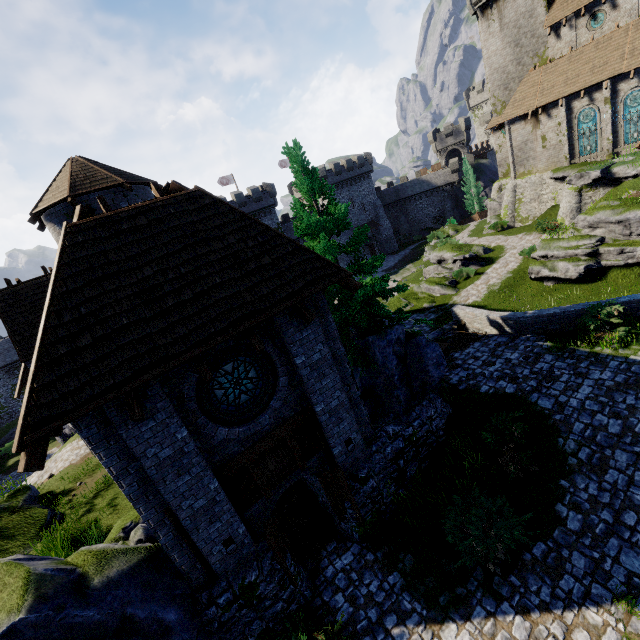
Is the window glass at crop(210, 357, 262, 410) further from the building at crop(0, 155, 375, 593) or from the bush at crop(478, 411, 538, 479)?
the bush at crop(478, 411, 538, 479)

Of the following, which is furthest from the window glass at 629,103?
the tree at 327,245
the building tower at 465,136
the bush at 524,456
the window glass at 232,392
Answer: the window glass at 232,392

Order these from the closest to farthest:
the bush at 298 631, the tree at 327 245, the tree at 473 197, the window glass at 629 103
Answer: the bush at 298 631
the tree at 327 245
the window glass at 629 103
the tree at 473 197

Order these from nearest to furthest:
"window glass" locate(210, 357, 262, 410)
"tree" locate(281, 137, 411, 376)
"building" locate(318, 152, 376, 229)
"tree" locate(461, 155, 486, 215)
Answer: "window glass" locate(210, 357, 262, 410), "tree" locate(281, 137, 411, 376), "tree" locate(461, 155, 486, 215), "building" locate(318, 152, 376, 229)

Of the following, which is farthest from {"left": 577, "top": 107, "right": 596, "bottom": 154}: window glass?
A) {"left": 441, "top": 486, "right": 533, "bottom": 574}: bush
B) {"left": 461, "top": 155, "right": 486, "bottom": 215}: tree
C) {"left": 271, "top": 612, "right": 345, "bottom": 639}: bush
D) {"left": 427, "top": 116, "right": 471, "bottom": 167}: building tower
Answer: {"left": 271, "top": 612, "right": 345, "bottom": 639}: bush

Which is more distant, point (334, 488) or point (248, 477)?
point (334, 488)

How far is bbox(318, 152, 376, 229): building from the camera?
50.8 meters

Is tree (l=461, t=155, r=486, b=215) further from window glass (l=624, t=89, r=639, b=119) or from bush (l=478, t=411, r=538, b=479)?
bush (l=478, t=411, r=538, b=479)
